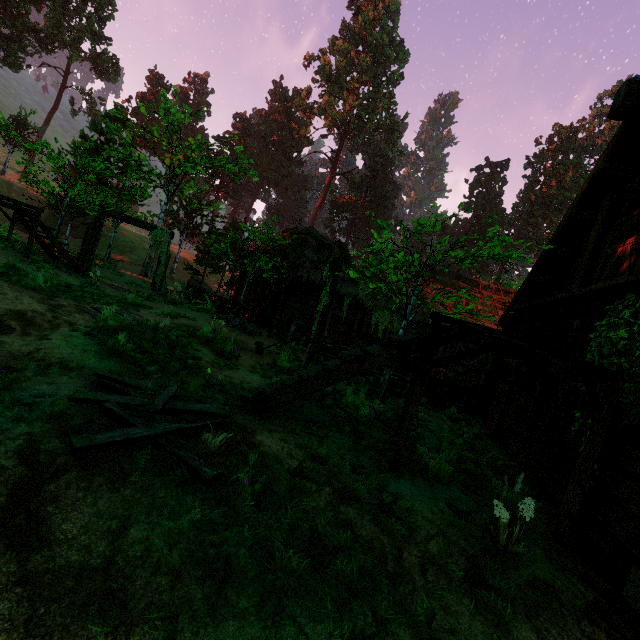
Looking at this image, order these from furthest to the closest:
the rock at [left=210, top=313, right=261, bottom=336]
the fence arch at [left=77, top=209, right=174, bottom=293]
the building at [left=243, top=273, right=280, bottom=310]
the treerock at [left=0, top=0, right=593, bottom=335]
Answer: the building at [left=243, top=273, right=280, bottom=310] → the fence arch at [left=77, top=209, right=174, bottom=293] → the treerock at [left=0, top=0, right=593, bottom=335] → the rock at [left=210, top=313, right=261, bottom=336]

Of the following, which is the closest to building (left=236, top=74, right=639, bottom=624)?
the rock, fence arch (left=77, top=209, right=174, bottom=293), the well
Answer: fence arch (left=77, top=209, right=174, bottom=293)

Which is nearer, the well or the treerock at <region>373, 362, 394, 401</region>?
the treerock at <region>373, 362, 394, 401</region>

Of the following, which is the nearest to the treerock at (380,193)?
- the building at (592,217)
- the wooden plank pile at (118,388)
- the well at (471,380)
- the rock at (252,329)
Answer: the building at (592,217)

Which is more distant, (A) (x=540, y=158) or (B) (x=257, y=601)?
(A) (x=540, y=158)

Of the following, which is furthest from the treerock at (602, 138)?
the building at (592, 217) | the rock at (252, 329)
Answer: the rock at (252, 329)

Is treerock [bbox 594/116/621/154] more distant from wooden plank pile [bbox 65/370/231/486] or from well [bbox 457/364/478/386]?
well [bbox 457/364/478/386]

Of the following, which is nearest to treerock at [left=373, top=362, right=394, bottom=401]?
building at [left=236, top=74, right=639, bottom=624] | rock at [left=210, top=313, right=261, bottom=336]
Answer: building at [left=236, top=74, right=639, bottom=624]
